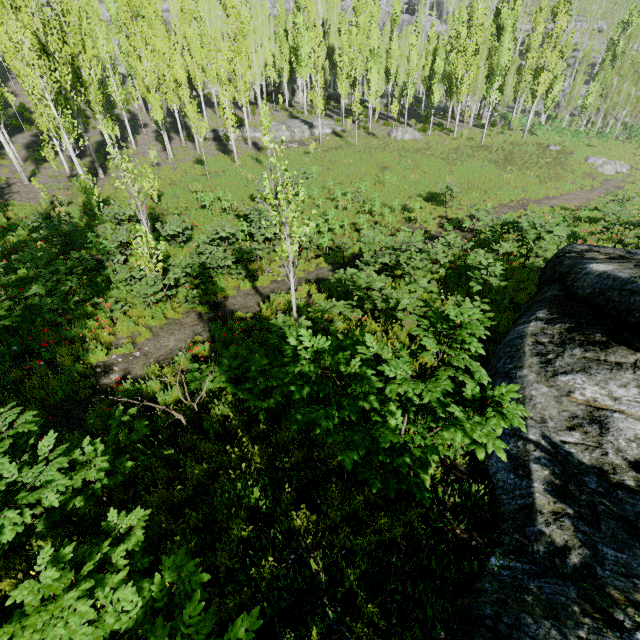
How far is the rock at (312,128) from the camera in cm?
3275

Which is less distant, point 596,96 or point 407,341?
point 407,341

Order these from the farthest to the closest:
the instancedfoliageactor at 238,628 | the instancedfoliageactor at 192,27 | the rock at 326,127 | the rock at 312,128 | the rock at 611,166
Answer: the rock at 326,127 < the rock at 312,128 < the rock at 611,166 < the instancedfoliageactor at 192,27 < the instancedfoliageactor at 238,628

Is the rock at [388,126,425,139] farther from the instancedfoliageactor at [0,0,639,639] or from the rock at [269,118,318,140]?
the rock at [269,118,318,140]

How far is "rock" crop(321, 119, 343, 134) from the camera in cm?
3375

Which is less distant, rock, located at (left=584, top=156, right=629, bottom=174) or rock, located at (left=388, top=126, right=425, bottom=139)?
rock, located at (left=584, top=156, right=629, bottom=174)

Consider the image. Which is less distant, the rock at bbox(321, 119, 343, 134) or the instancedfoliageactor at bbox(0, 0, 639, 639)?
the instancedfoliageactor at bbox(0, 0, 639, 639)

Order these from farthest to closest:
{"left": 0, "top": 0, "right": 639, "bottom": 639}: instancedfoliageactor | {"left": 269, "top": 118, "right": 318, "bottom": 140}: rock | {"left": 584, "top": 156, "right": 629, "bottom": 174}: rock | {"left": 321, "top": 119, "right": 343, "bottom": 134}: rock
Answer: {"left": 321, "top": 119, "right": 343, "bottom": 134}: rock, {"left": 269, "top": 118, "right": 318, "bottom": 140}: rock, {"left": 584, "top": 156, "right": 629, "bottom": 174}: rock, {"left": 0, "top": 0, "right": 639, "bottom": 639}: instancedfoliageactor
